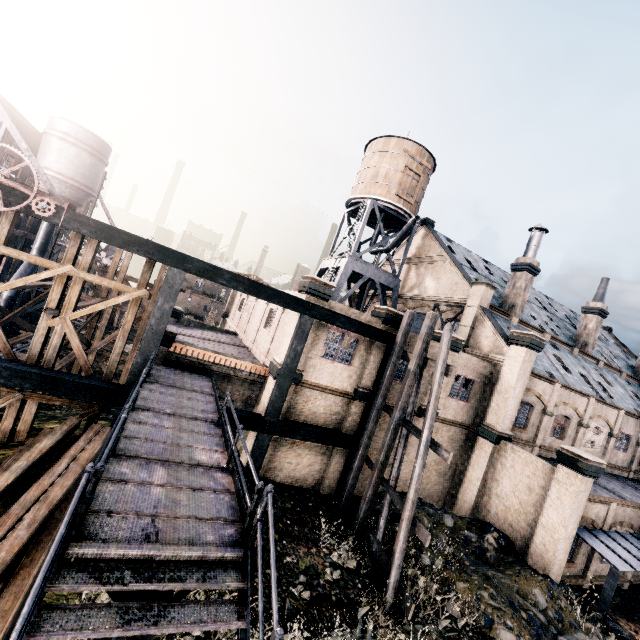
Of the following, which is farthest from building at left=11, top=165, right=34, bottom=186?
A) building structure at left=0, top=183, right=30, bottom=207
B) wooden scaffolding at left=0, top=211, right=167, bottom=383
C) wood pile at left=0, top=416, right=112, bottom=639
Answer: wood pile at left=0, top=416, right=112, bottom=639

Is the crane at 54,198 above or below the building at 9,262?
above

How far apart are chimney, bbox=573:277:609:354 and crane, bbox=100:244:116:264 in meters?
65.6

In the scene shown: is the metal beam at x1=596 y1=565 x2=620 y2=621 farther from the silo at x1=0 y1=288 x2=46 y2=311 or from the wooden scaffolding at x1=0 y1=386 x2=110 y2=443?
the silo at x1=0 y1=288 x2=46 y2=311

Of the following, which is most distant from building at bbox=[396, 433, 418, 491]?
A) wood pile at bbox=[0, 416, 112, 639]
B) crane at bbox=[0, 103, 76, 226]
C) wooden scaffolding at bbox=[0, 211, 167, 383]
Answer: crane at bbox=[0, 103, 76, 226]

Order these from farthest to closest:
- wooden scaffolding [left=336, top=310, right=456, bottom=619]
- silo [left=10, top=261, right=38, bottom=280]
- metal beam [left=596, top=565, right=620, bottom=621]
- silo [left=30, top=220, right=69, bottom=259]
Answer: silo [left=30, top=220, right=69, bottom=259], silo [left=10, top=261, right=38, bottom=280], metal beam [left=596, top=565, right=620, bottom=621], wooden scaffolding [left=336, top=310, right=456, bottom=619]

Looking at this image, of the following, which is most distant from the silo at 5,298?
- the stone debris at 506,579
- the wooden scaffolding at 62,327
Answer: the stone debris at 506,579

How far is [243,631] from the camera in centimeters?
520cm
